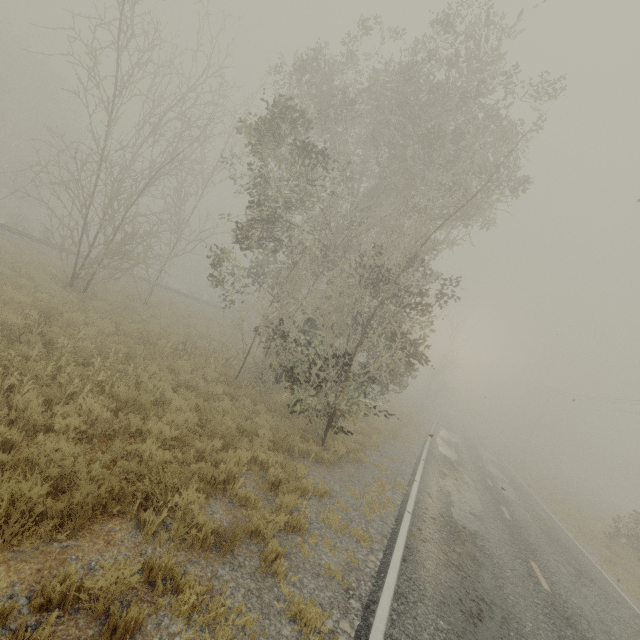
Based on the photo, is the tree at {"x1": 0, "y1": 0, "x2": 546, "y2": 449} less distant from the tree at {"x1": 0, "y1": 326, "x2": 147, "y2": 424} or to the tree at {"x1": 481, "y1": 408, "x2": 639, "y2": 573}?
the tree at {"x1": 0, "y1": 326, "x2": 147, "y2": 424}

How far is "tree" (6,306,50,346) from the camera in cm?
803

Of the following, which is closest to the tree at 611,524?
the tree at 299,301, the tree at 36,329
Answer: the tree at 299,301

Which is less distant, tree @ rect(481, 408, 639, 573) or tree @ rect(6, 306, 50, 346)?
tree @ rect(6, 306, 50, 346)

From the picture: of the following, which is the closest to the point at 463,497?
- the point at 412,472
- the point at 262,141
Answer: the point at 412,472

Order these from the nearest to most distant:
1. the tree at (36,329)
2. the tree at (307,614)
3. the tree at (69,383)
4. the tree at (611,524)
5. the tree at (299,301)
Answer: the tree at (307,614), the tree at (69,383), the tree at (36,329), the tree at (299,301), the tree at (611,524)

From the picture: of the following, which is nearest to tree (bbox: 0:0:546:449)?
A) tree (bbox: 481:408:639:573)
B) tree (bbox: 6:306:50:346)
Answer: tree (bbox: 6:306:50:346)
